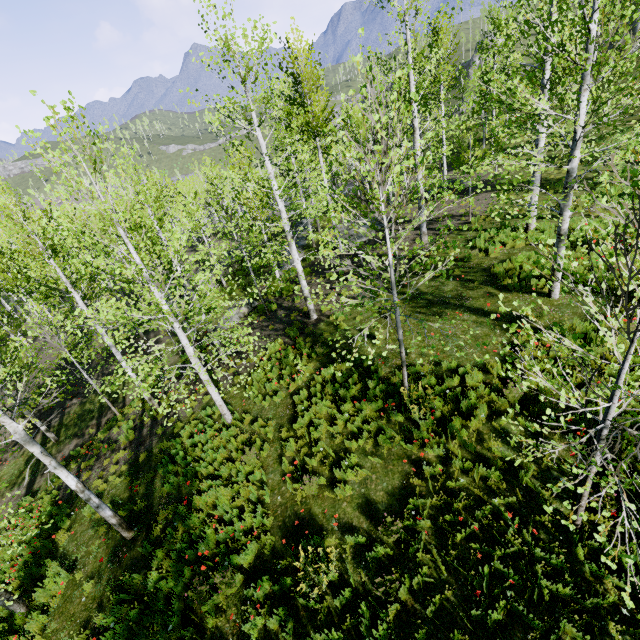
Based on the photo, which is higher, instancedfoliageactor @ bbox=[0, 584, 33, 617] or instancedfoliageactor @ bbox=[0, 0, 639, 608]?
instancedfoliageactor @ bbox=[0, 0, 639, 608]

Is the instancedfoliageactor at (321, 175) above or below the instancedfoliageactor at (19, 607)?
above

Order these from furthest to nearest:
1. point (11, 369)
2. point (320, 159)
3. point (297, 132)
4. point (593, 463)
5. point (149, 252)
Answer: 1. point (297, 132)
2. point (149, 252)
3. point (11, 369)
4. point (320, 159)
5. point (593, 463)

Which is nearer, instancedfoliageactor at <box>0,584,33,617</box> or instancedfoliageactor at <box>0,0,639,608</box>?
instancedfoliageactor at <box>0,0,639,608</box>

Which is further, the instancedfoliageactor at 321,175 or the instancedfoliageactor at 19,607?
the instancedfoliageactor at 19,607
